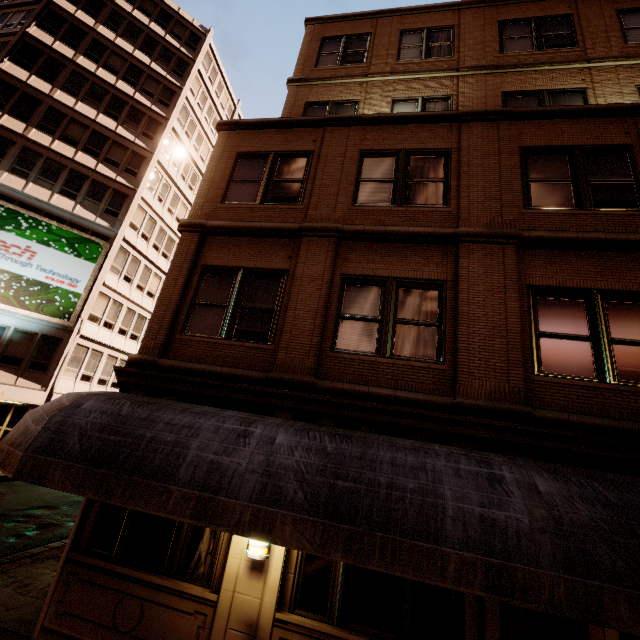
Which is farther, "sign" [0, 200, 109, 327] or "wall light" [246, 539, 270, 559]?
"sign" [0, 200, 109, 327]

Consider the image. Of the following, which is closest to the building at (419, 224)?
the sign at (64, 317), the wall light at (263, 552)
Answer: the wall light at (263, 552)

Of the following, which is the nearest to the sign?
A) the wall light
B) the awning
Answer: the awning

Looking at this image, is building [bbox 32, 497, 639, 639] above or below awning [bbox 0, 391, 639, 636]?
below

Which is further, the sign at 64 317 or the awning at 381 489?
the sign at 64 317

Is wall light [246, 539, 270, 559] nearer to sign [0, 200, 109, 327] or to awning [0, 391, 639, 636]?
awning [0, 391, 639, 636]

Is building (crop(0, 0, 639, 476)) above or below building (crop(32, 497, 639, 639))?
above

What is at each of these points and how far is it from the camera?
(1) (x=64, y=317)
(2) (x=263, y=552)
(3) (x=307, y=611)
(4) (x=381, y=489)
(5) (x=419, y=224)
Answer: (1) sign, 19.8 meters
(2) wall light, 5.1 meters
(3) building, 4.9 meters
(4) awning, 4.0 meters
(5) building, 7.0 meters
